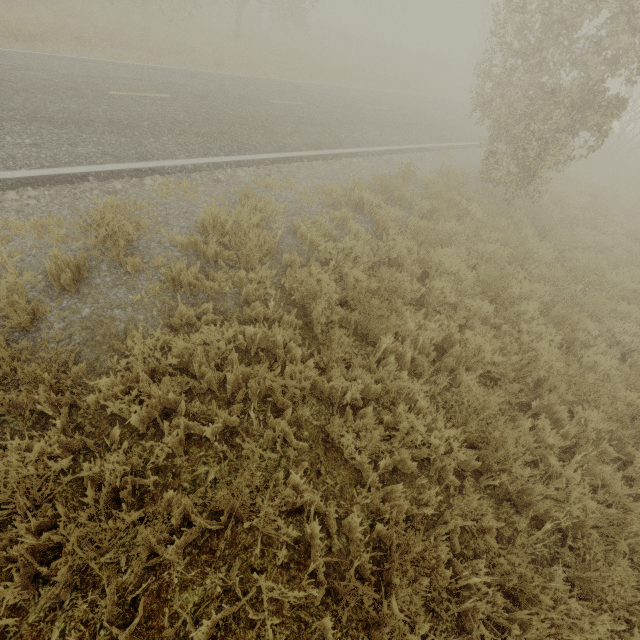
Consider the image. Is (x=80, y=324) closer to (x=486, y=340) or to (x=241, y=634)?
(x=241, y=634)
